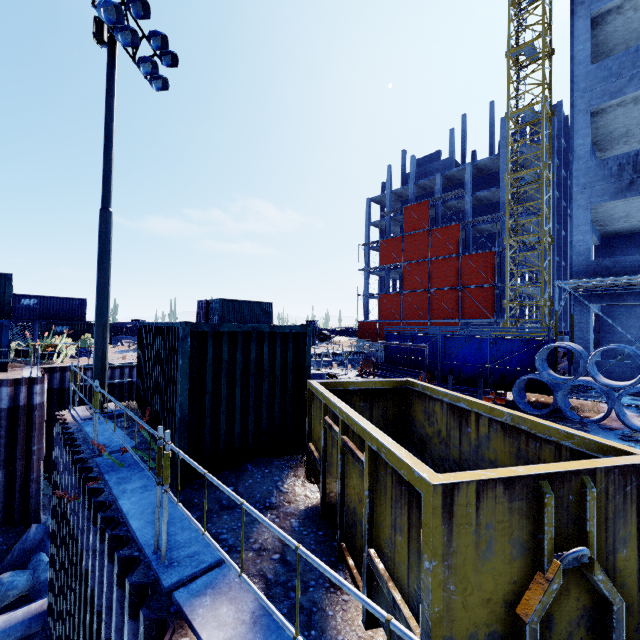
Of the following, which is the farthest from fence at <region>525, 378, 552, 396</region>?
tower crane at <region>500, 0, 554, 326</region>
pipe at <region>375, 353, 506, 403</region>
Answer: tower crane at <region>500, 0, 554, 326</region>

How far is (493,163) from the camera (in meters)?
39.97

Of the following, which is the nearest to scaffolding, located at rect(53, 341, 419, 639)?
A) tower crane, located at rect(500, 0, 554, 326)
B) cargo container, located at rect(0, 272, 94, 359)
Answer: tower crane, located at rect(500, 0, 554, 326)

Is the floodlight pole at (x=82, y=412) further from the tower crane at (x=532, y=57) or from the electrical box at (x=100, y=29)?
the tower crane at (x=532, y=57)

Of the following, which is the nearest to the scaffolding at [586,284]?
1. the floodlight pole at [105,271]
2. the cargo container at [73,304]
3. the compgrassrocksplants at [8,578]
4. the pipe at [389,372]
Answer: the pipe at [389,372]

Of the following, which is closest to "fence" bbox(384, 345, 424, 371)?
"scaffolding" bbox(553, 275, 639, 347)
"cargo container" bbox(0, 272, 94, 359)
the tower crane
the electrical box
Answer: "scaffolding" bbox(553, 275, 639, 347)

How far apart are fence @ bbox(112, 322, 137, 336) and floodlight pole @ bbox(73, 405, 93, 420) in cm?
3382

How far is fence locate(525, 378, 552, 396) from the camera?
11.1m
